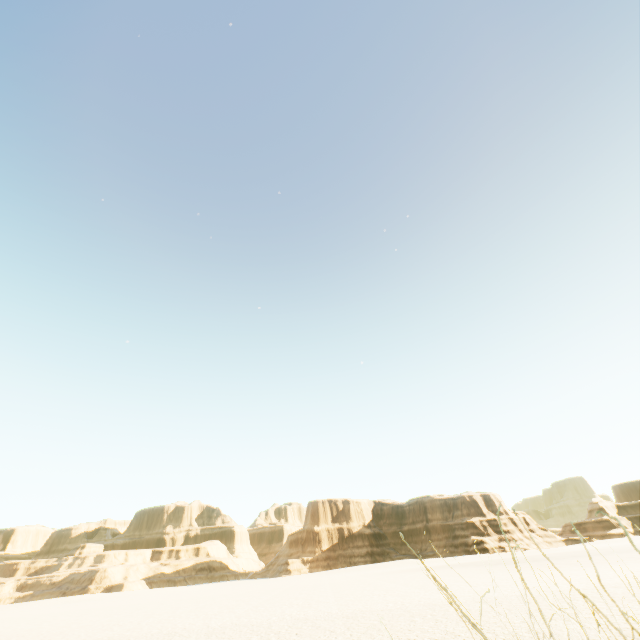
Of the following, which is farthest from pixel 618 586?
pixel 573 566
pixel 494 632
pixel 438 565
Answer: pixel 438 565
